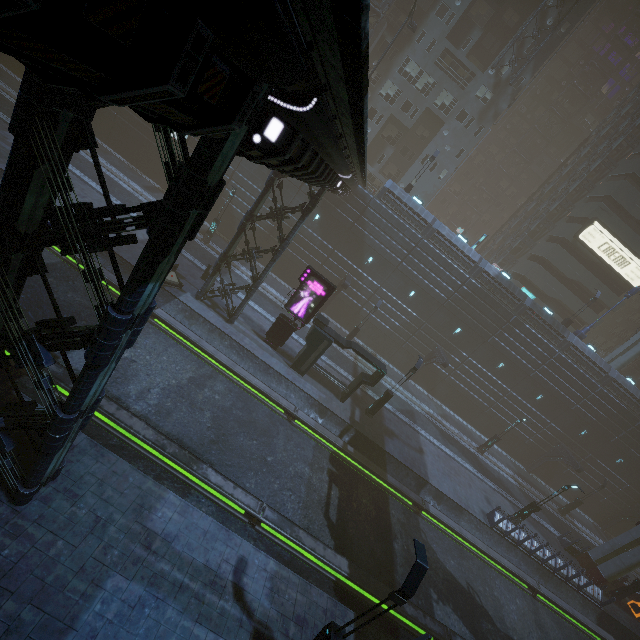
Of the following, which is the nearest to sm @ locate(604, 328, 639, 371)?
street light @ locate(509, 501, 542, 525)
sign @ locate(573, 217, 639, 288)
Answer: sign @ locate(573, 217, 639, 288)

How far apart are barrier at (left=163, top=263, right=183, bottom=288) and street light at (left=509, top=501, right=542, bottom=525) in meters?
29.3 m

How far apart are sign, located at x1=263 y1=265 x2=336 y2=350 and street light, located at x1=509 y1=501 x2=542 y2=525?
21.62m

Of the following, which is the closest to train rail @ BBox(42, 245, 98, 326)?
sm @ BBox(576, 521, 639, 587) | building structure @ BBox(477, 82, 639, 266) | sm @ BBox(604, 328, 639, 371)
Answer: sm @ BBox(576, 521, 639, 587)

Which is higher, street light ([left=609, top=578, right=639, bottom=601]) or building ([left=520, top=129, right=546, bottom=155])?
building ([left=520, top=129, right=546, bottom=155])

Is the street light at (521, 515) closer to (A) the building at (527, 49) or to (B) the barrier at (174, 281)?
(A) the building at (527, 49)

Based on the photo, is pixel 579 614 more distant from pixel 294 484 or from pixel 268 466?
pixel 268 466

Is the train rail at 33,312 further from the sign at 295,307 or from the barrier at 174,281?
the sign at 295,307
